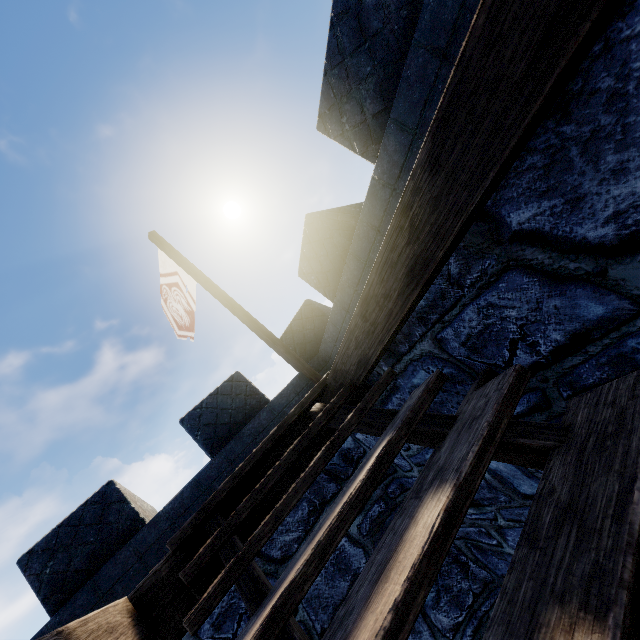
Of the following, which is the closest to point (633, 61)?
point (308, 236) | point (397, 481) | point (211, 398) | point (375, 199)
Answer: point (375, 199)

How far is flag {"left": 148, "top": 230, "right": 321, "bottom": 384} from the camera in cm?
621

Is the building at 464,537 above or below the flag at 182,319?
below

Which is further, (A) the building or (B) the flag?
(B) the flag

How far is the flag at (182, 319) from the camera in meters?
6.2 m

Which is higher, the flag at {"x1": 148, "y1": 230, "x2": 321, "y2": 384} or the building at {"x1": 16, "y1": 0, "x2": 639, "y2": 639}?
the flag at {"x1": 148, "y1": 230, "x2": 321, "y2": 384}
